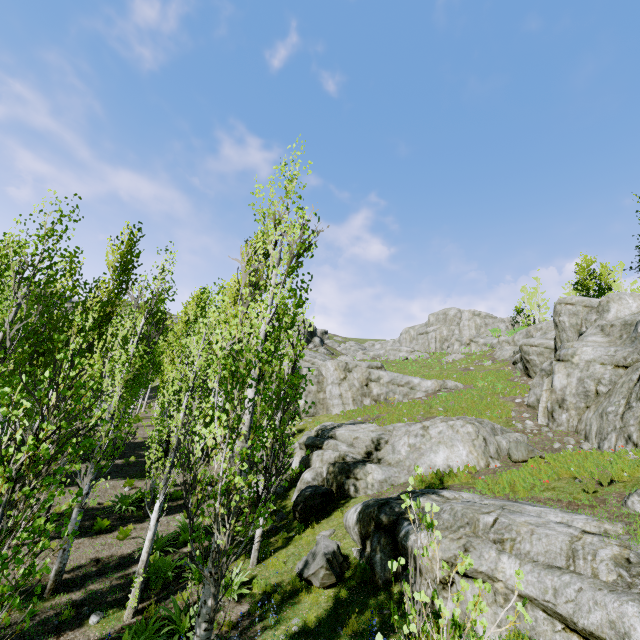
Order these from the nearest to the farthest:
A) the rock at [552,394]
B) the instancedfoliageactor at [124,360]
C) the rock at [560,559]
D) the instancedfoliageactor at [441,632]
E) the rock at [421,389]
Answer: the instancedfoliageactor at [441,632] < the instancedfoliageactor at [124,360] < the rock at [560,559] < the rock at [552,394] < the rock at [421,389]

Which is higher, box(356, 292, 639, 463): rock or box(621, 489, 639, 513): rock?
box(356, 292, 639, 463): rock

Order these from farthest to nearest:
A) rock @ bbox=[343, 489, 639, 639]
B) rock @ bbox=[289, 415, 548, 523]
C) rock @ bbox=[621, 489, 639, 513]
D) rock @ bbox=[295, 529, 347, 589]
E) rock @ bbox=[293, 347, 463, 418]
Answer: rock @ bbox=[293, 347, 463, 418] → rock @ bbox=[289, 415, 548, 523] → rock @ bbox=[295, 529, 347, 589] → rock @ bbox=[621, 489, 639, 513] → rock @ bbox=[343, 489, 639, 639]

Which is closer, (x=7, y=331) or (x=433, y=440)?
(x=7, y=331)

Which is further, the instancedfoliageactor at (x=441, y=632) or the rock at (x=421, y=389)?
the rock at (x=421, y=389)

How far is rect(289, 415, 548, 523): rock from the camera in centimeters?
1388cm

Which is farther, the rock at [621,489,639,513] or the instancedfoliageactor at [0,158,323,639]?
the rock at [621,489,639,513]
